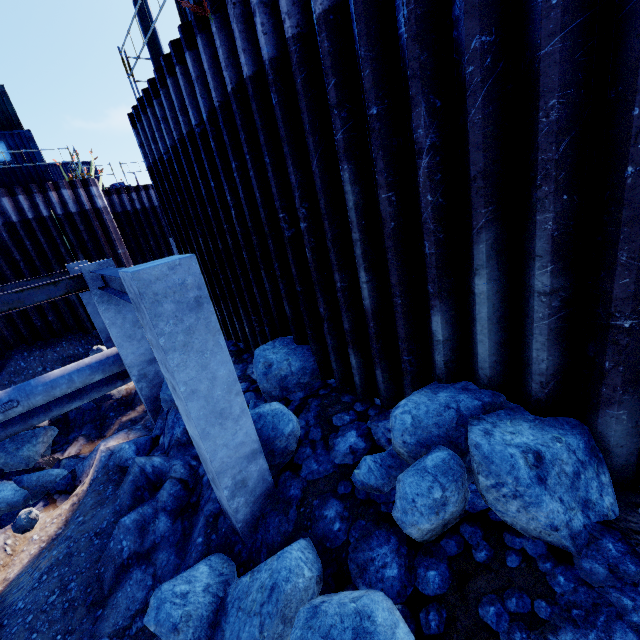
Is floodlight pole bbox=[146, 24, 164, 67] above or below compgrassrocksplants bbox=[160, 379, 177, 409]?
above

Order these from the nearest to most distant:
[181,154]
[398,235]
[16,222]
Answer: [398,235] < [181,154] < [16,222]

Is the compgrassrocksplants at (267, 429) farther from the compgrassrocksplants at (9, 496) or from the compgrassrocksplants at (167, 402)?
the compgrassrocksplants at (9, 496)

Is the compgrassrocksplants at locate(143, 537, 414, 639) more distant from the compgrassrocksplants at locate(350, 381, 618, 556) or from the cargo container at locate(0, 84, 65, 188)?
the cargo container at locate(0, 84, 65, 188)

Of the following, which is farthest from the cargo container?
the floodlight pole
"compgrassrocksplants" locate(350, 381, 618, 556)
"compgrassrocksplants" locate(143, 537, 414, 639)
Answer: "compgrassrocksplants" locate(350, 381, 618, 556)

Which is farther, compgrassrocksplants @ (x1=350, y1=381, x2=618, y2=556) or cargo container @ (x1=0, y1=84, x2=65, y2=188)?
cargo container @ (x1=0, y1=84, x2=65, y2=188)

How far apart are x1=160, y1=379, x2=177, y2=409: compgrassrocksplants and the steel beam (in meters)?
2.21

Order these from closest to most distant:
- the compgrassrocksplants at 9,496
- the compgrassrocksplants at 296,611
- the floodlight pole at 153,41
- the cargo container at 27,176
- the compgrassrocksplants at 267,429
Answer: the compgrassrocksplants at 296,611 < the compgrassrocksplants at 267,429 < the compgrassrocksplants at 9,496 < the floodlight pole at 153,41 < the cargo container at 27,176
